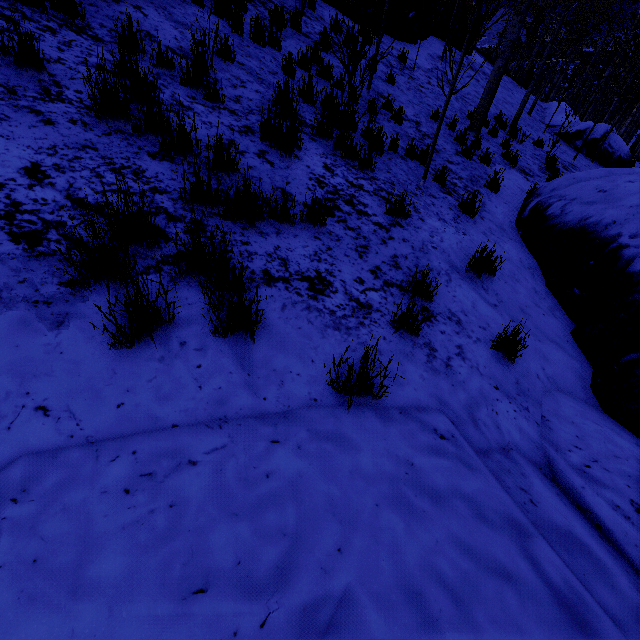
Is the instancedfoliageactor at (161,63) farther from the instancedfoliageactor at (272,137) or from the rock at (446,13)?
the instancedfoliageactor at (272,137)

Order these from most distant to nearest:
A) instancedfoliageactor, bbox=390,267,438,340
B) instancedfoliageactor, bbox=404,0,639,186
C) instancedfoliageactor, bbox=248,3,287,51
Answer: instancedfoliageactor, bbox=248,3,287,51 → instancedfoliageactor, bbox=404,0,639,186 → instancedfoliageactor, bbox=390,267,438,340

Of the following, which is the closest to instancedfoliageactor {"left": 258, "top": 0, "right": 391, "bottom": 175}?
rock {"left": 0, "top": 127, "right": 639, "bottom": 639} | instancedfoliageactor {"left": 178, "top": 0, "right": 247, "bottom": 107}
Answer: rock {"left": 0, "top": 127, "right": 639, "bottom": 639}

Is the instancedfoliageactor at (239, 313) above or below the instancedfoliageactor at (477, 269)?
above

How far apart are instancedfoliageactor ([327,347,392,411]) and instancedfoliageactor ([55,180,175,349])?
0.55m

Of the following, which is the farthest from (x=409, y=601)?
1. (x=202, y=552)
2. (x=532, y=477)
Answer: (x=532, y=477)

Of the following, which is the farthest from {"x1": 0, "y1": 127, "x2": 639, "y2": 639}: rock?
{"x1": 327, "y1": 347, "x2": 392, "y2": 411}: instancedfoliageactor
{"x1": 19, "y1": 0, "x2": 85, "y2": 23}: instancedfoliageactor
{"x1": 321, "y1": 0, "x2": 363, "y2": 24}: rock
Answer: {"x1": 321, "y1": 0, "x2": 363, "y2": 24}: rock

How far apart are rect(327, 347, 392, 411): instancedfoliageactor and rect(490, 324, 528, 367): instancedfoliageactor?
1.6m
